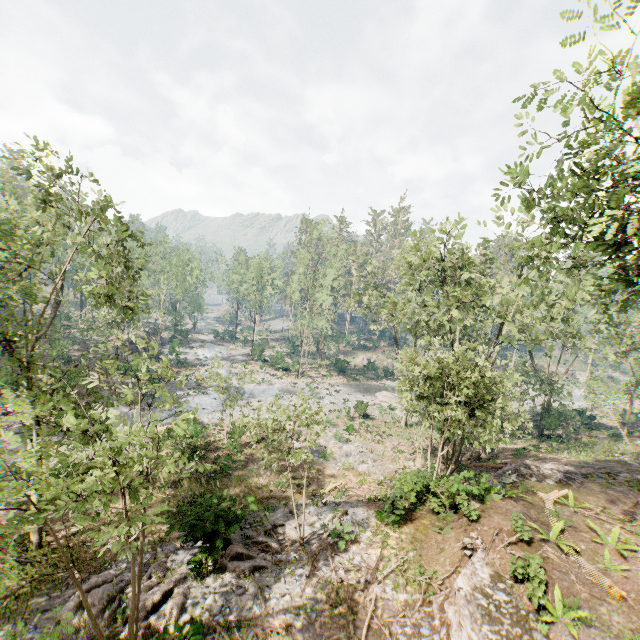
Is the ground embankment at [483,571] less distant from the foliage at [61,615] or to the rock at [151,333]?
the foliage at [61,615]

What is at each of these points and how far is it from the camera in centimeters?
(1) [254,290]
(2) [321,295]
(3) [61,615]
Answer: (1) foliage, 5806cm
(2) foliage, 4619cm
(3) foliage, 690cm

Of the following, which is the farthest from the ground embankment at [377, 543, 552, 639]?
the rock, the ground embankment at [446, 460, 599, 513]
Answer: the rock

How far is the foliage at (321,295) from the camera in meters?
44.8 m

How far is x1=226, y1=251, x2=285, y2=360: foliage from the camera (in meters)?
54.75

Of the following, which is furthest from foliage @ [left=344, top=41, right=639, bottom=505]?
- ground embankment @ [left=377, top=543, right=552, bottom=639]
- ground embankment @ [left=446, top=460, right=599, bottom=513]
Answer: ground embankment @ [left=377, top=543, right=552, bottom=639]

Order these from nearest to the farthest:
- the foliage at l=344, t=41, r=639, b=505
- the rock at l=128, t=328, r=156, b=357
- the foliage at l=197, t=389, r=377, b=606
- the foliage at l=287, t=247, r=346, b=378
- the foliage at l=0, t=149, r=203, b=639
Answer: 1. the foliage at l=0, t=149, r=203, b=639
2. the foliage at l=344, t=41, r=639, b=505
3. the foliage at l=197, t=389, r=377, b=606
4. the foliage at l=287, t=247, r=346, b=378
5. the rock at l=128, t=328, r=156, b=357
